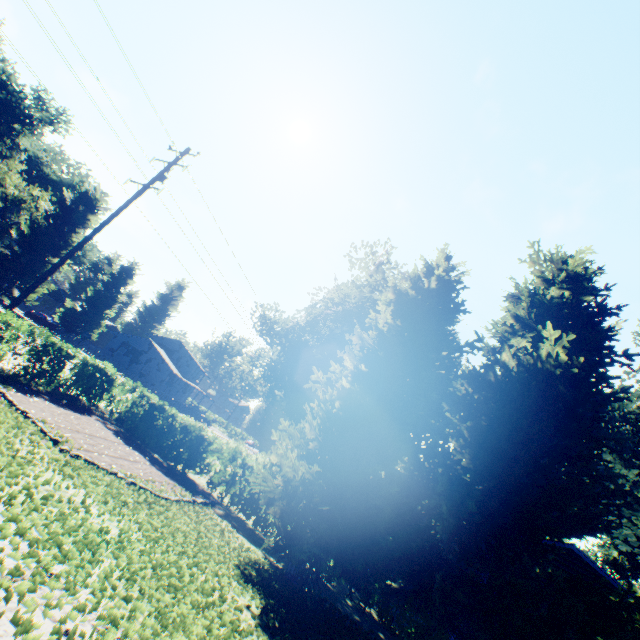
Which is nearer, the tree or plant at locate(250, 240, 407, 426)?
the tree

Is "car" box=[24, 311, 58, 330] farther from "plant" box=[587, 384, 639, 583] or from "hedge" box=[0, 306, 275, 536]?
"hedge" box=[0, 306, 275, 536]

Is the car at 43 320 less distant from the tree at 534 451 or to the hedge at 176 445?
the hedge at 176 445

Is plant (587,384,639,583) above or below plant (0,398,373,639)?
above

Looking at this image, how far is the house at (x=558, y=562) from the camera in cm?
1348

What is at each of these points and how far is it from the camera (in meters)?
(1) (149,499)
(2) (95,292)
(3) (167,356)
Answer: (1) plant, 7.99
(2) plant, 49.22
(3) house, 56.53

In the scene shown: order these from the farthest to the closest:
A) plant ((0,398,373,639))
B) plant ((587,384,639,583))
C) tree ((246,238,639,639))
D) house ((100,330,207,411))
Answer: house ((100,330,207,411))
plant ((587,384,639,583))
tree ((246,238,639,639))
plant ((0,398,373,639))

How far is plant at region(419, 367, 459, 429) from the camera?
29.95m
